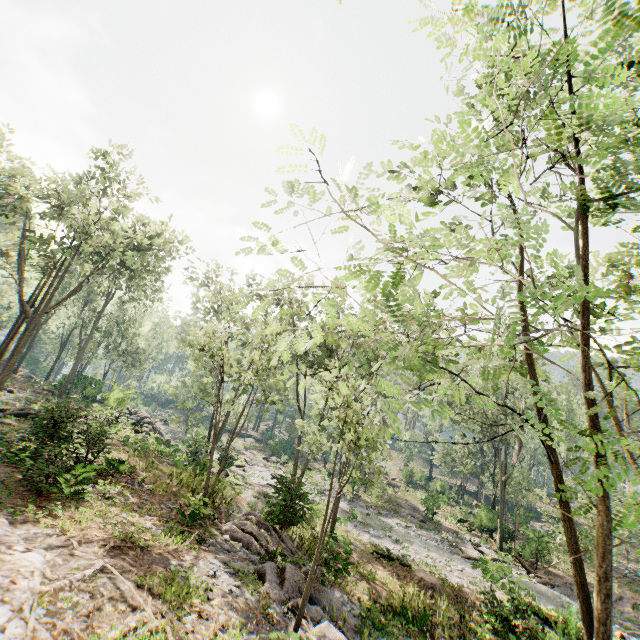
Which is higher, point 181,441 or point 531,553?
point 181,441

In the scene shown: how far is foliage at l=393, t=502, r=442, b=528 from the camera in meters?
31.7 m

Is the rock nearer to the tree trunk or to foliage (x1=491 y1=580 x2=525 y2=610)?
foliage (x1=491 y1=580 x2=525 y2=610)

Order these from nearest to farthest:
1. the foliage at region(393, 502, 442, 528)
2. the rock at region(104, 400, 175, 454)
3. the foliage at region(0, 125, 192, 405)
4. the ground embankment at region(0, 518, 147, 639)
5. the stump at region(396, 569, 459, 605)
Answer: the ground embankment at region(0, 518, 147, 639)
the stump at region(396, 569, 459, 605)
the foliage at region(0, 125, 192, 405)
the rock at region(104, 400, 175, 454)
the foliage at region(393, 502, 442, 528)

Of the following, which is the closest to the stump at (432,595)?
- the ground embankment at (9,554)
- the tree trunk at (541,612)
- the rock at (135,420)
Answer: the tree trunk at (541,612)

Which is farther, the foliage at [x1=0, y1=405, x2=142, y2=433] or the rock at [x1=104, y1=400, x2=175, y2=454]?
the rock at [x1=104, y1=400, x2=175, y2=454]

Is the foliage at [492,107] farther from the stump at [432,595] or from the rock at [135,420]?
A: the stump at [432,595]
